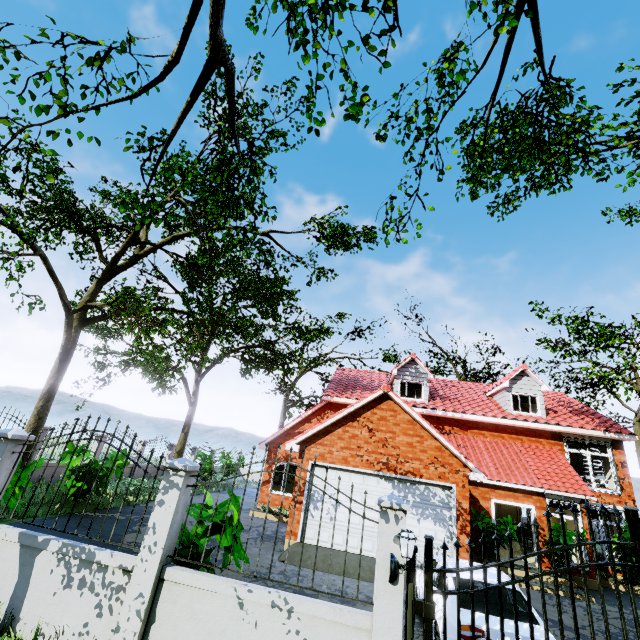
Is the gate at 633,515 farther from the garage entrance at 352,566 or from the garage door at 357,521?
the garage door at 357,521

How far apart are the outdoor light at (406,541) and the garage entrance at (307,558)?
6.7 meters

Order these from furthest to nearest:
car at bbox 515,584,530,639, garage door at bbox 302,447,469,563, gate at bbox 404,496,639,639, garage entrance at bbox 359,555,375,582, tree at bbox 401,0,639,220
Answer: garage door at bbox 302,447,469,563
garage entrance at bbox 359,555,375,582
tree at bbox 401,0,639,220
car at bbox 515,584,530,639
gate at bbox 404,496,639,639

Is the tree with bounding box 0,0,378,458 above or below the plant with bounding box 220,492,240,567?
above

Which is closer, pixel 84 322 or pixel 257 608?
pixel 257 608

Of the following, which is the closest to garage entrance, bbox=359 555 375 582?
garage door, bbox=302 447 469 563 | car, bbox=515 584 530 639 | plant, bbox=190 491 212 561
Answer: garage door, bbox=302 447 469 563

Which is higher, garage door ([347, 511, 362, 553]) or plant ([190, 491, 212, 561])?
plant ([190, 491, 212, 561])

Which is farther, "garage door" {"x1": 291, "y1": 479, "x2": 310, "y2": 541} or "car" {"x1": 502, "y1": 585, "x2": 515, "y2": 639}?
"garage door" {"x1": 291, "y1": 479, "x2": 310, "y2": 541}
